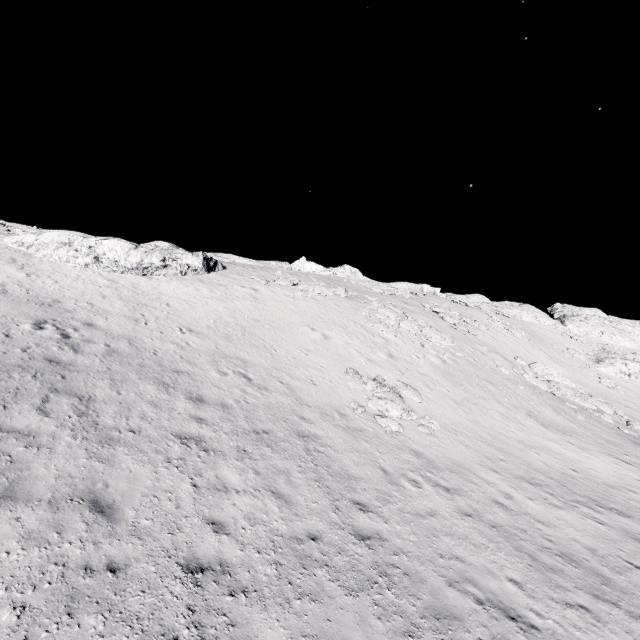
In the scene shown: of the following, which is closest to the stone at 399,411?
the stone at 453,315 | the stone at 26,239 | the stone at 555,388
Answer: the stone at 555,388

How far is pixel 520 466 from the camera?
14.4m

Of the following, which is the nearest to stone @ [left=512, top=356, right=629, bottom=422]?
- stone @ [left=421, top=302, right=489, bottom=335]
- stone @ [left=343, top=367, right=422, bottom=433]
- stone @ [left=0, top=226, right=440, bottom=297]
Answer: stone @ [left=421, top=302, right=489, bottom=335]

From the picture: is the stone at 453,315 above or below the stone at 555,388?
above

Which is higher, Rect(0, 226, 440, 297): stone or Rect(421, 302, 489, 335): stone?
Rect(421, 302, 489, 335): stone

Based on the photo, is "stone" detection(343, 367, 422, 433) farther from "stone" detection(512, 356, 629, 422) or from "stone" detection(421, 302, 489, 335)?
"stone" detection(421, 302, 489, 335)

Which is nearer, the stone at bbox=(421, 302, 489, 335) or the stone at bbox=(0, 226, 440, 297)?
the stone at bbox=(0, 226, 440, 297)
